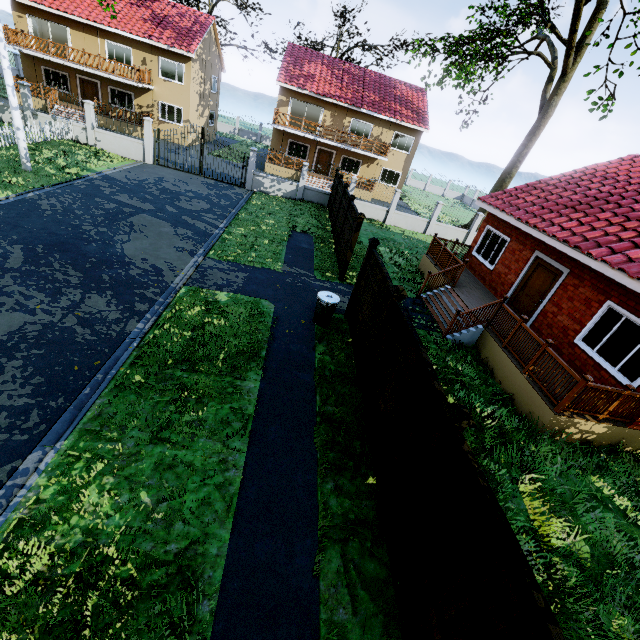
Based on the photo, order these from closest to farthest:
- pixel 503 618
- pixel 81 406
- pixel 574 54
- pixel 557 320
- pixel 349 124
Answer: pixel 503 618, pixel 81 406, pixel 557 320, pixel 574 54, pixel 349 124

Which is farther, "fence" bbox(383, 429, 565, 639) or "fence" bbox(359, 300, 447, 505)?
"fence" bbox(359, 300, 447, 505)

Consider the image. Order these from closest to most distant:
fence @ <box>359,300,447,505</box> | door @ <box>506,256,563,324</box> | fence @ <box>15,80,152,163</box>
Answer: fence @ <box>359,300,447,505</box> < door @ <box>506,256,563,324</box> < fence @ <box>15,80,152,163</box>

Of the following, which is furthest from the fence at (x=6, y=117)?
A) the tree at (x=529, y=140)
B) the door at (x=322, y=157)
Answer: the door at (x=322, y=157)

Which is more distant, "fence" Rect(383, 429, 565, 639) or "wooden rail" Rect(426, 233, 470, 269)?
"wooden rail" Rect(426, 233, 470, 269)

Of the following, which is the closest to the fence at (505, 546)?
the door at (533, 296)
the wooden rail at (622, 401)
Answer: the wooden rail at (622, 401)

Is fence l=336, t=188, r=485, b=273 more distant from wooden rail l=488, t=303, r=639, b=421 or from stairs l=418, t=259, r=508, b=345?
wooden rail l=488, t=303, r=639, b=421

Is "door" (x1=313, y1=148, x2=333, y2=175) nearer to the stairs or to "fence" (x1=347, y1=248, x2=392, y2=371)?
"fence" (x1=347, y1=248, x2=392, y2=371)
